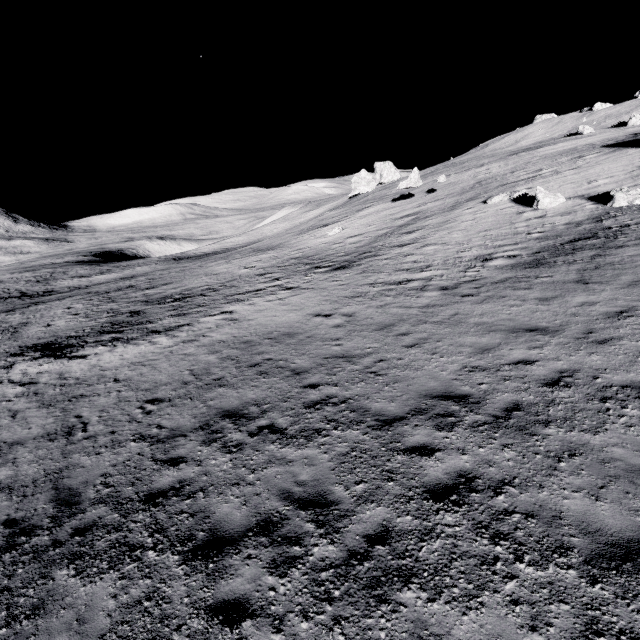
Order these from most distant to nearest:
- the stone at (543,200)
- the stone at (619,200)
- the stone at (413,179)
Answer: the stone at (413,179) → the stone at (543,200) → the stone at (619,200)

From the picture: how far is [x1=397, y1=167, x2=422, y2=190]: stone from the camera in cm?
3528

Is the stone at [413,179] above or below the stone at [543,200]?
above

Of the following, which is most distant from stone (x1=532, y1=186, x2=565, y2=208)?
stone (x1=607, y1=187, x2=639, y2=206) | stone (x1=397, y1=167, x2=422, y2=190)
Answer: stone (x1=397, y1=167, x2=422, y2=190)

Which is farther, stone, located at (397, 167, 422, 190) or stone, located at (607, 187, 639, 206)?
stone, located at (397, 167, 422, 190)

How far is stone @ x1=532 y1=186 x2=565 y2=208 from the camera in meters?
21.2 m

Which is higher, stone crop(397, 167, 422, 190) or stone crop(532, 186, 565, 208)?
stone crop(397, 167, 422, 190)

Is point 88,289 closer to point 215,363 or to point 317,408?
point 215,363
